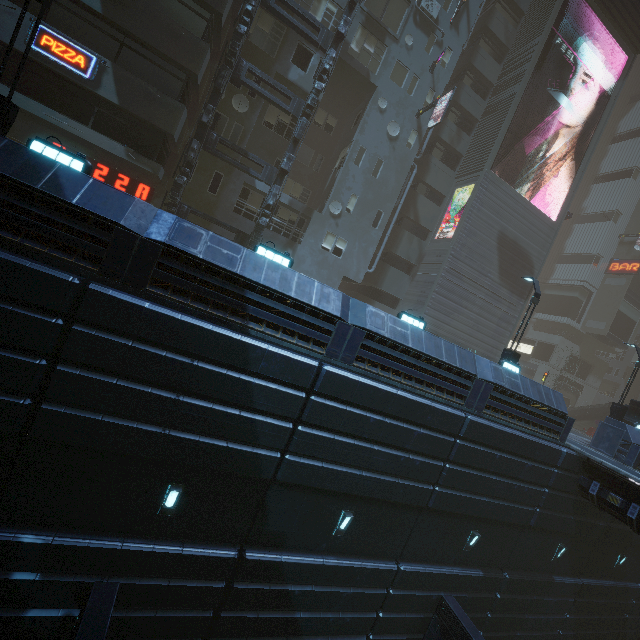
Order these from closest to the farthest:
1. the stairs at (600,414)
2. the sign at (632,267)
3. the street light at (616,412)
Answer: the street light at (616,412), the stairs at (600,414), the sign at (632,267)

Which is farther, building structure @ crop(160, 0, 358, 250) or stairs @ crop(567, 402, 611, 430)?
stairs @ crop(567, 402, 611, 430)

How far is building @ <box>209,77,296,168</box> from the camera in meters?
18.2 m

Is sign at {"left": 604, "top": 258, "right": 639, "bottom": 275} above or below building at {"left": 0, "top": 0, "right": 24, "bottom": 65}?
above

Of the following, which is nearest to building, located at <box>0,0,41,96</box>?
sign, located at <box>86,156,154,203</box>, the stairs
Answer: sign, located at <box>86,156,154,203</box>

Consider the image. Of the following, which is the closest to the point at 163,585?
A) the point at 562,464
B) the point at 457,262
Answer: the point at 562,464

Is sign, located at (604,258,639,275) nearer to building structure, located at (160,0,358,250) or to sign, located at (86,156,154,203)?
building structure, located at (160,0,358,250)

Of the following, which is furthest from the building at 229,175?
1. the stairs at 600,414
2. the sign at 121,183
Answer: the stairs at 600,414
